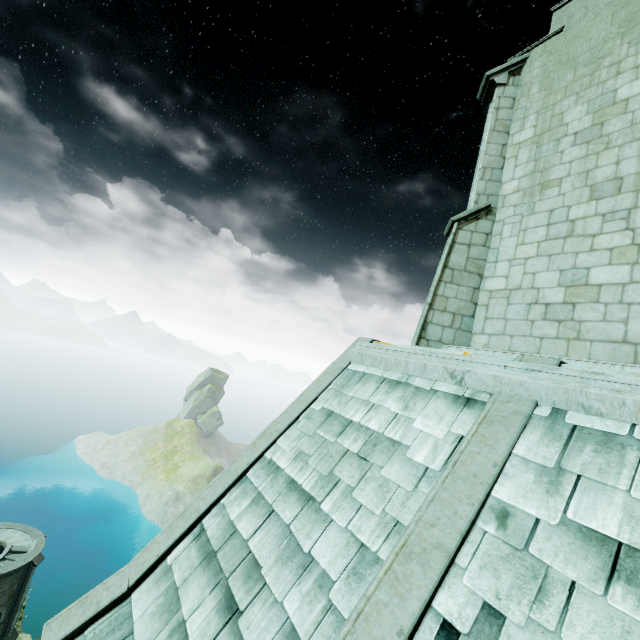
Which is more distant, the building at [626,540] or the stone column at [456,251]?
the stone column at [456,251]

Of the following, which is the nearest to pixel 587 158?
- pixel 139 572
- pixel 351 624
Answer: pixel 351 624

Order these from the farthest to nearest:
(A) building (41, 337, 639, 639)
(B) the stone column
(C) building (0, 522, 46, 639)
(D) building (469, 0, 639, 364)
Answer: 1. (C) building (0, 522, 46, 639)
2. (B) the stone column
3. (D) building (469, 0, 639, 364)
4. (A) building (41, 337, 639, 639)

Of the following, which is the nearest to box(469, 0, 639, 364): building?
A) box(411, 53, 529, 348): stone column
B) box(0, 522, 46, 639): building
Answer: box(411, 53, 529, 348): stone column

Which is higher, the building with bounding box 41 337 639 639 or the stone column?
the stone column

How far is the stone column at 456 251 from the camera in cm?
763

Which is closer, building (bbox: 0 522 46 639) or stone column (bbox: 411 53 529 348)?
stone column (bbox: 411 53 529 348)

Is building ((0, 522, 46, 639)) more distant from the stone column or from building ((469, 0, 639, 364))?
the stone column
